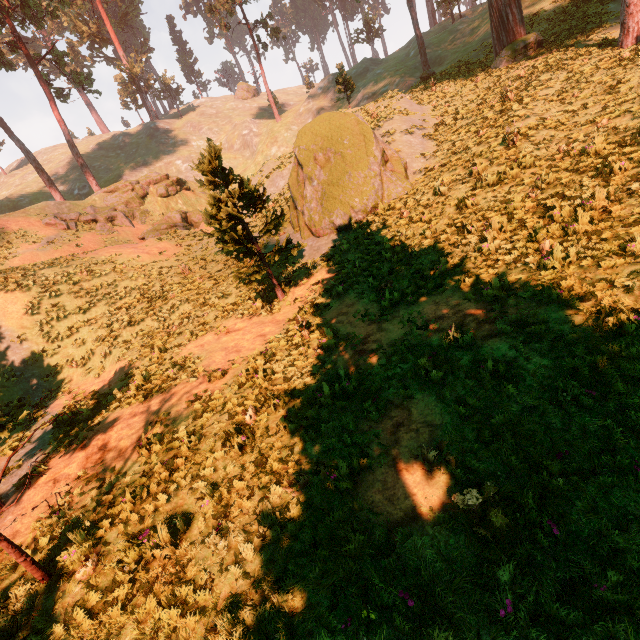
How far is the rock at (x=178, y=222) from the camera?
29.49m

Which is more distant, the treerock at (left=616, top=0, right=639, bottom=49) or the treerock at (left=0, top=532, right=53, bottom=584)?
the treerock at (left=616, top=0, right=639, bottom=49)

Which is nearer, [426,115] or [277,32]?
[426,115]

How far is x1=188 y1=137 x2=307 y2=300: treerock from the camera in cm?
1096

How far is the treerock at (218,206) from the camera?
11.0m

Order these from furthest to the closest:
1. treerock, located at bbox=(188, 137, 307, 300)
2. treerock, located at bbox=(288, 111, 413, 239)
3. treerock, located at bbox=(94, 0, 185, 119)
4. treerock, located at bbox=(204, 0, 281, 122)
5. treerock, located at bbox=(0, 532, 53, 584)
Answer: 1. treerock, located at bbox=(94, 0, 185, 119)
2. treerock, located at bbox=(204, 0, 281, 122)
3. treerock, located at bbox=(288, 111, 413, 239)
4. treerock, located at bbox=(188, 137, 307, 300)
5. treerock, located at bbox=(0, 532, 53, 584)
